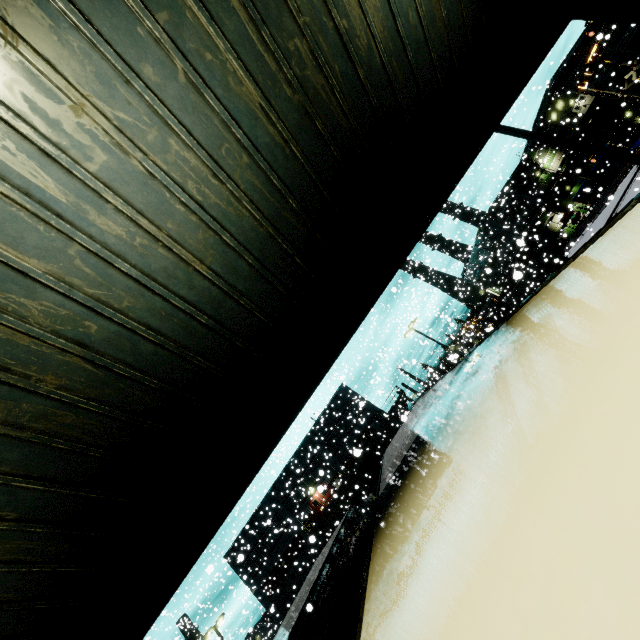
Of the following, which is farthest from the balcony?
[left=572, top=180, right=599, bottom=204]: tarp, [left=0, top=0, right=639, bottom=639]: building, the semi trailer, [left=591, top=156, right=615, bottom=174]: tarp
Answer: Result: [left=572, top=180, right=599, bottom=204]: tarp

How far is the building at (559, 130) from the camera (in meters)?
50.47

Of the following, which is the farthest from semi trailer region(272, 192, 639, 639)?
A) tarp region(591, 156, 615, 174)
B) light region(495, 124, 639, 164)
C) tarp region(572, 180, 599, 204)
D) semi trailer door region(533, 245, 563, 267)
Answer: light region(495, 124, 639, 164)

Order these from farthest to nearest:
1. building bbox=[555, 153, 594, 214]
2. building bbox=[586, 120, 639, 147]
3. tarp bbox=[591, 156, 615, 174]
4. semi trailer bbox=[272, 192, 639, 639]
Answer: building bbox=[555, 153, 594, 214]
building bbox=[586, 120, 639, 147]
tarp bbox=[591, 156, 615, 174]
semi trailer bbox=[272, 192, 639, 639]

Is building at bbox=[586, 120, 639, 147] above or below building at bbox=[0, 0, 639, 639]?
below

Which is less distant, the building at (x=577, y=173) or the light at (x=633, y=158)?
the light at (x=633, y=158)

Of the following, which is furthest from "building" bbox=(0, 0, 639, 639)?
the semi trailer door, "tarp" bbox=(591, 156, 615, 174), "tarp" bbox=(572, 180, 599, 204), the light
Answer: the semi trailer door

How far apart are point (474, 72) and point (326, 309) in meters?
5.0 m
